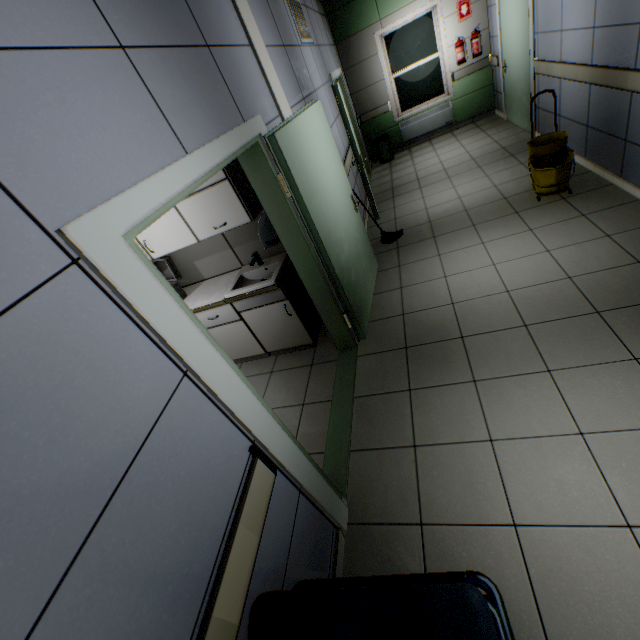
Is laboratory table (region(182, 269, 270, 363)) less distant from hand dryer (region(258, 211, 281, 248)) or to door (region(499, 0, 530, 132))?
hand dryer (region(258, 211, 281, 248))

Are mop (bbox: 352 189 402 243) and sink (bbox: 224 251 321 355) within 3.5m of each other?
yes

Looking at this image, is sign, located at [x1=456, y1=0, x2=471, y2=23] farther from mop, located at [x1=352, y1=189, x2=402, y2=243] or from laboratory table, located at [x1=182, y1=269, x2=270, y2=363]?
laboratory table, located at [x1=182, y1=269, x2=270, y2=363]

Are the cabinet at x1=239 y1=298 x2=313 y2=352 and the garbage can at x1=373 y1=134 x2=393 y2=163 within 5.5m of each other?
no

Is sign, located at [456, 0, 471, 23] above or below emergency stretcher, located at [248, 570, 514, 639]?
above

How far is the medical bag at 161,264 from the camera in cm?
352

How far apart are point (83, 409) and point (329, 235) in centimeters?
236cm

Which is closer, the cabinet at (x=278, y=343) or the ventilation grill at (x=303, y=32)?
the cabinet at (x=278, y=343)
